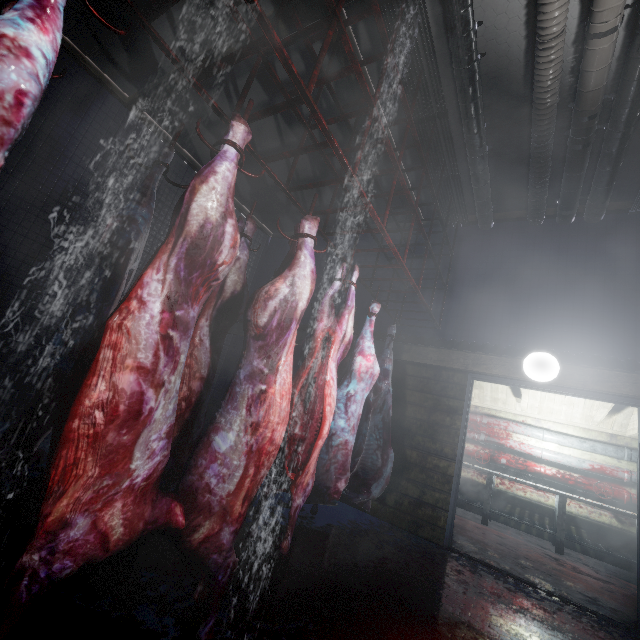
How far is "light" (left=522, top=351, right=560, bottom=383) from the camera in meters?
3.2 m

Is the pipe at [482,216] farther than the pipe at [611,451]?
No

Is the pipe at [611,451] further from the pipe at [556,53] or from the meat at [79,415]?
the meat at [79,415]

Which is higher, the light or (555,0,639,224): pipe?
(555,0,639,224): pipe

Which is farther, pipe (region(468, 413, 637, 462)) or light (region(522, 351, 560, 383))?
pipe (region(468, 413, 637, 462))

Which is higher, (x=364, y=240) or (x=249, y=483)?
(x=364, y=240)

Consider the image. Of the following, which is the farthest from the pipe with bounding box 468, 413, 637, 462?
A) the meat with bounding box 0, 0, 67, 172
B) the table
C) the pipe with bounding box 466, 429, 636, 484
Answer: the meat with bounding box 0, 0, 67, 172

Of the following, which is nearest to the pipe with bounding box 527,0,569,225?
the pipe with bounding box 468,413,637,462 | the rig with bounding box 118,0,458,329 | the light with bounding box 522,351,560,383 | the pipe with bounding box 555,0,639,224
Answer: the pipe with bounding box 555,0,639,224
